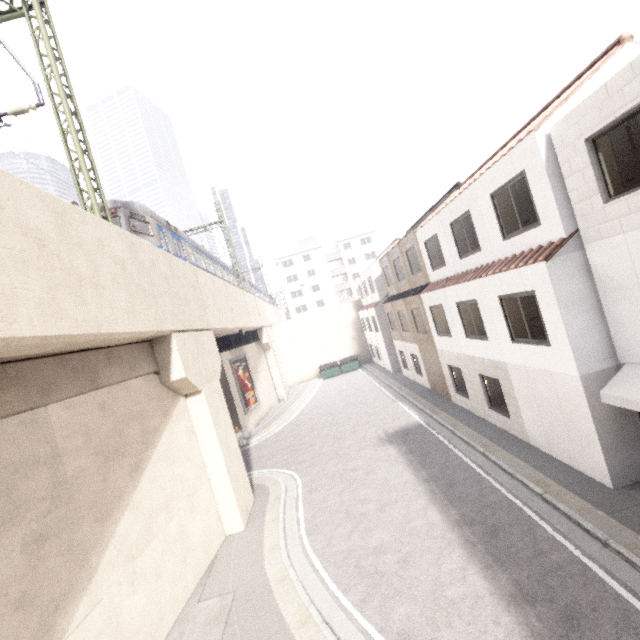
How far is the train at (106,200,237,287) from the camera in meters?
12.6 m

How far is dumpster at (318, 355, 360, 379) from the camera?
34.2m

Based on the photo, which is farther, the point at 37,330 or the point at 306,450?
the point at 306,450

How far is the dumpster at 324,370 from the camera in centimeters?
3422cm

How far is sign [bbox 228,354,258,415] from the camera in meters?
22.2

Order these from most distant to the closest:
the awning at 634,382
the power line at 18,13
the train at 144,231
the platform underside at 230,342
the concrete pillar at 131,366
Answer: the platform underside at 230,342
the train at 144,231
the power line at 18,13
the awning at 634,382
the concrete pillar at 131,366

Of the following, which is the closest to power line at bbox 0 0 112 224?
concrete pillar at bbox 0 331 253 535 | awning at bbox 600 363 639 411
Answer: concrete pillar at bbox 0 331 253 535

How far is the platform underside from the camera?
21.1m
